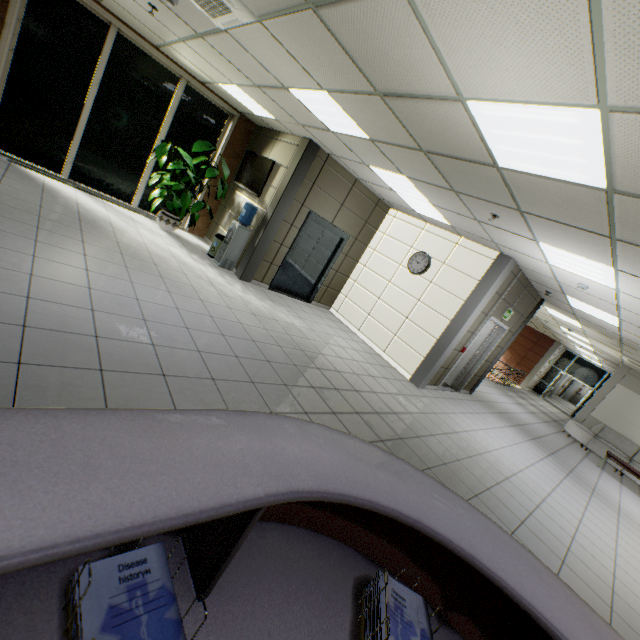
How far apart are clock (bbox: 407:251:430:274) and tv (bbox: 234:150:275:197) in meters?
3.8

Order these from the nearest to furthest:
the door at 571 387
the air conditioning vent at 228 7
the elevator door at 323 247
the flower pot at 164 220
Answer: the air conditioning vent at 228 7 < the flower pot at 164 220 < the elevator door at 323 247 < the door at 571 387

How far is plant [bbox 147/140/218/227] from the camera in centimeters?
682cm

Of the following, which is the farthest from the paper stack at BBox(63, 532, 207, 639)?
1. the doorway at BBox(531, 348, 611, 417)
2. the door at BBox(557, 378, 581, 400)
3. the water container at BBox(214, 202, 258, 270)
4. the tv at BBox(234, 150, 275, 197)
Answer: the door at BBox(557, 378, 581, 400)

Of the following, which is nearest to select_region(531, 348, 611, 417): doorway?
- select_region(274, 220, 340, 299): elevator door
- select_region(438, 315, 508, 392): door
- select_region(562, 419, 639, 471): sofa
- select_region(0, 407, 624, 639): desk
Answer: select_region(562, 419, 639, 471): sofa

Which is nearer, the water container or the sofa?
the water container

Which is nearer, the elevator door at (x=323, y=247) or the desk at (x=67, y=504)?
the desk at (x=67, y=504)

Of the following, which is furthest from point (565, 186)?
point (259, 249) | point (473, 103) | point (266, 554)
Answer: point (259, 249)
